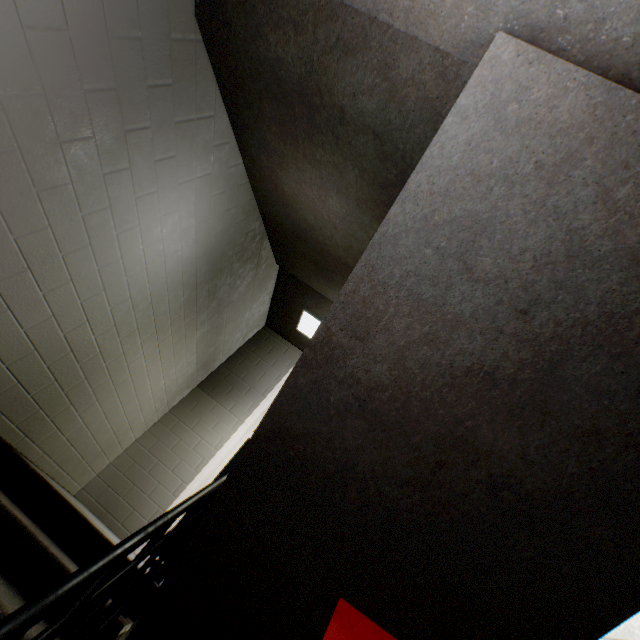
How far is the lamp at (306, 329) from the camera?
4.9m

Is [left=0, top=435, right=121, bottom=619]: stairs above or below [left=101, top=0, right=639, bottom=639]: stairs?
below

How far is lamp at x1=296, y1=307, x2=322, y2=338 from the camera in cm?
487

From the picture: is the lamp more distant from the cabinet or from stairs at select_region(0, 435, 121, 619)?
the cabinet

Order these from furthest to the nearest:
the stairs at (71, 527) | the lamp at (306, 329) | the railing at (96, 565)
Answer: the lamp at (306, 329) < the stairs at (71, 527) < the railing at (96, 565)

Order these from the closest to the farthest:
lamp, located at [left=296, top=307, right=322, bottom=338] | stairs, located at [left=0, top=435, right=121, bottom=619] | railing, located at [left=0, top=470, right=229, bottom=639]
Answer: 1. railing, located at [left=0, top=470, right=229, bottom=639]
2. stairs, located at [left=0, top=435, right=121, bottom=619]
3. lamp, located at [left=296, top=307, right=322, bottom=338]

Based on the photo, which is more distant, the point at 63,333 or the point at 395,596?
the point at 63,333

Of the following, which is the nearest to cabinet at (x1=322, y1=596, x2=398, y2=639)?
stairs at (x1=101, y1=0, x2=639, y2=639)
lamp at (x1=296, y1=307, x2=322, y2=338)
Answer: stairs at (x1=101, y1=0, x2=639, y2=639)
